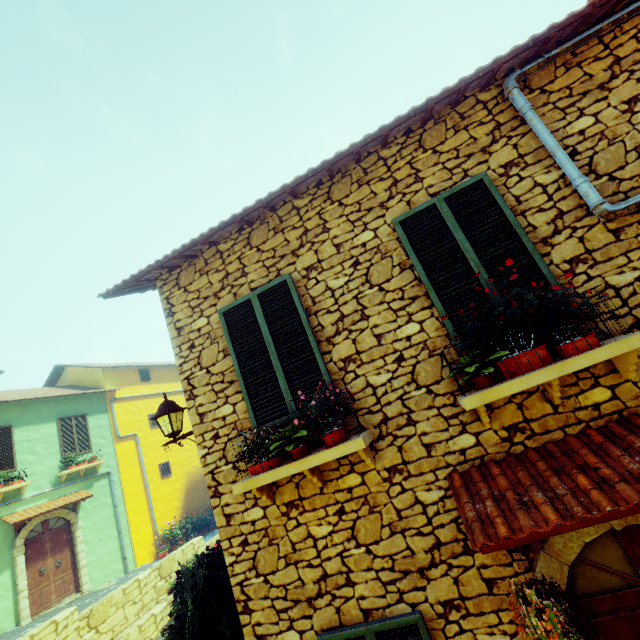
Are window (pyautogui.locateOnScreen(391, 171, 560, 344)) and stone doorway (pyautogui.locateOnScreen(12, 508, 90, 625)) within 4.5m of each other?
no

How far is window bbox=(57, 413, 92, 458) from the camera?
13.06m

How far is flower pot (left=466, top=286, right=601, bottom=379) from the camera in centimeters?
270cm

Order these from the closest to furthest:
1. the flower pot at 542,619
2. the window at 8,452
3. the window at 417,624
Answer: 1. the flower pot at 542,619
2. the window at 417,624
3. the window at 8,452

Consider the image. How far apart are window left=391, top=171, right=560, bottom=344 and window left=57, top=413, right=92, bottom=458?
15.68m

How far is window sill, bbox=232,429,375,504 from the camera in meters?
3.1

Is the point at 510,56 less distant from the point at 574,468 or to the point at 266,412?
the point at 574,468

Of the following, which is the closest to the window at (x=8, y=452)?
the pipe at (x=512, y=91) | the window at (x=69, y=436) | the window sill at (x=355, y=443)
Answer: the window at (x=69, y=436)
